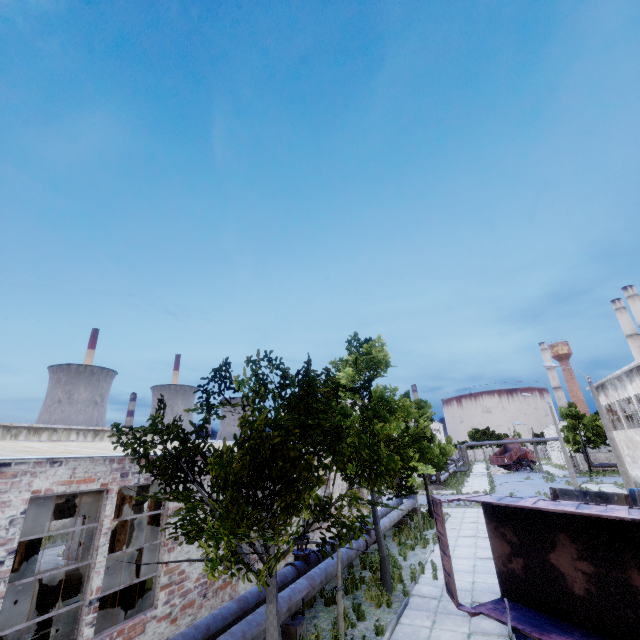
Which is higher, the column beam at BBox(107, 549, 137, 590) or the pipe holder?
the column beam at BBox(107, 549, 137, 590)

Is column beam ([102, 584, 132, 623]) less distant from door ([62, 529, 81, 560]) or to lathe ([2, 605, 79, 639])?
lathe ([2, 605, 79, 639])

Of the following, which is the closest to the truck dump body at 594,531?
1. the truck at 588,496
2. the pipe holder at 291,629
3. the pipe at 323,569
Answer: the truck at 588,496

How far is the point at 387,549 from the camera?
15.9m

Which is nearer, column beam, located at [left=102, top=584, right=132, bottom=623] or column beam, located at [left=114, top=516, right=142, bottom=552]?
column beam, located at [left=102, top=584, right=132, bottom=623]

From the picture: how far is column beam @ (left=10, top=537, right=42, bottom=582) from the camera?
13.0 meters

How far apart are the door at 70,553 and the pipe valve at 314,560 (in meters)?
14.19

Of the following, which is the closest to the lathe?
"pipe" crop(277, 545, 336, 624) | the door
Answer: "pipe" crop(277, 545, 336, 624)
